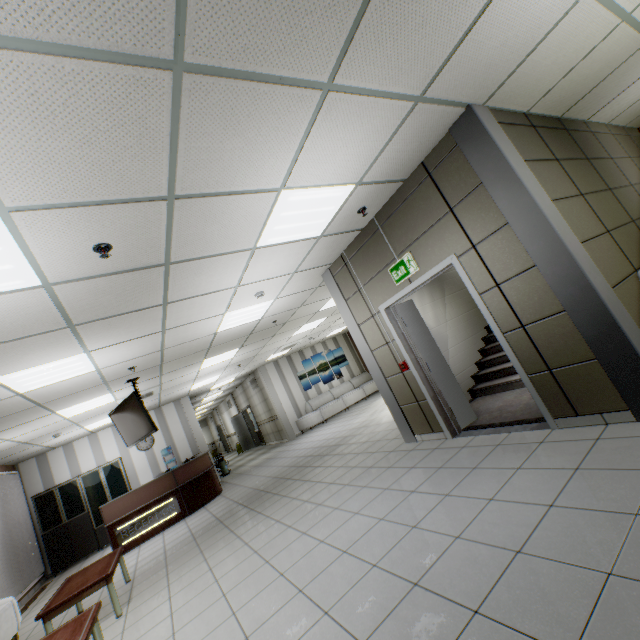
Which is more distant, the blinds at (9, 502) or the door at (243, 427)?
the door at (243, 427)

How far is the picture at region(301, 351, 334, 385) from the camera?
14.6 meters

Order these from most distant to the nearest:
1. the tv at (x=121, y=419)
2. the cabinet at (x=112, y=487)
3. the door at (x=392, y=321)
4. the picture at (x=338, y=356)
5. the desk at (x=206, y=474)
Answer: the picture at (x=338, y=356) < the cabinet at (x=112, y=487) < the desk at (x=206, y=474) < the tv at (x=121, y=419) < the door at (x=392, y=321)

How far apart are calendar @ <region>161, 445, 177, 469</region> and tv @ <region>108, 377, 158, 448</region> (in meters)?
4.90

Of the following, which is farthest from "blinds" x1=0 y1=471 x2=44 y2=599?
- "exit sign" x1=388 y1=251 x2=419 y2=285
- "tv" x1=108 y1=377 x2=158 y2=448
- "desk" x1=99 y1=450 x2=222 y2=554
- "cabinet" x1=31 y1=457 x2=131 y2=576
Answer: "exit sign" x1=388 y1=251 x2=419 y2=285

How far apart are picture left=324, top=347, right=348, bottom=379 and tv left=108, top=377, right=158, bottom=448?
8.1 meters

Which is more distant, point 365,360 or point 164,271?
point 365,360

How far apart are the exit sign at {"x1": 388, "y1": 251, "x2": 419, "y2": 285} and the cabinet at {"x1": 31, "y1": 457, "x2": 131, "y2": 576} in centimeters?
1043cm
